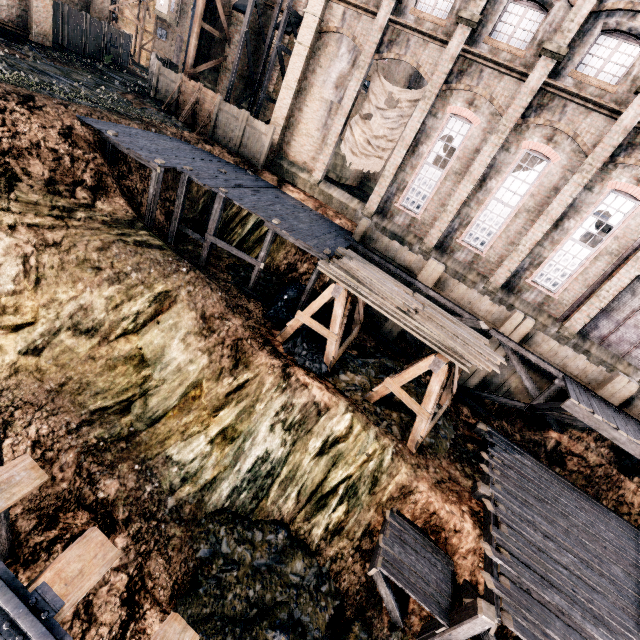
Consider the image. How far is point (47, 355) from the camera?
11.1m

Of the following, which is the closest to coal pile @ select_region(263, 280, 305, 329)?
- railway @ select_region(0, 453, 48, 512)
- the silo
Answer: railway @ select_region(0, 453, 48, 512)

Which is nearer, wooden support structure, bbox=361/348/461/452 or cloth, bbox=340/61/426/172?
wooden support structure, bbox=361/348/461/452

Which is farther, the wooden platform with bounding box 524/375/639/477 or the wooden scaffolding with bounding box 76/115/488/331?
the wooden scaffolding with bounding box 76/115/488/331

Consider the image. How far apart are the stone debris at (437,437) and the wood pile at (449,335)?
3.5 meters

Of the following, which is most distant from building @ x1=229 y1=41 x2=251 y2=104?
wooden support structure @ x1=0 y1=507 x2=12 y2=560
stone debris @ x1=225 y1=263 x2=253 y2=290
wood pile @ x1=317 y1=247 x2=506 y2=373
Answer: wooden support structure @ x1=0 y1=507 x2=12 y2=560

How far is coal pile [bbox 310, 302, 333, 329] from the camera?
17.6 meters
